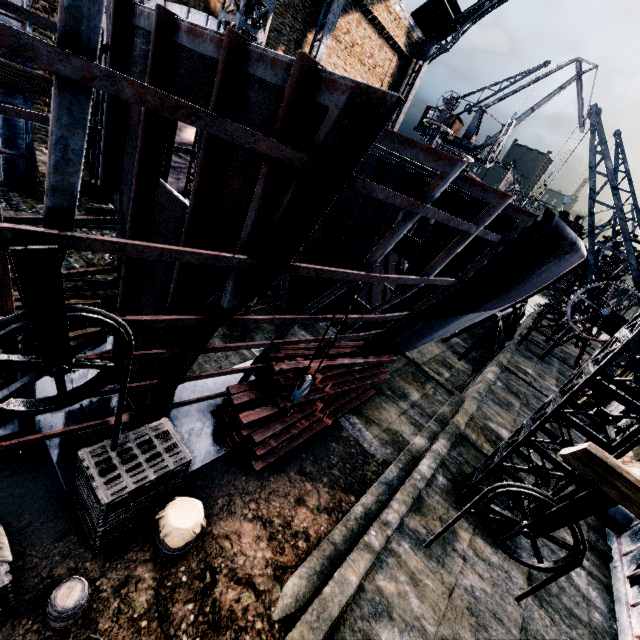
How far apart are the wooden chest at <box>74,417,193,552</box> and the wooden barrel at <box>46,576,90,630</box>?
0.71m

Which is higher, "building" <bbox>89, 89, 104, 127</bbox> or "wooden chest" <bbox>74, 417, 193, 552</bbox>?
"building" <bbox>89, 89, 104, 127</bbox>

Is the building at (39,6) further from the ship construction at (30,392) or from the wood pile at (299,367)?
the wood pile at (299,367)

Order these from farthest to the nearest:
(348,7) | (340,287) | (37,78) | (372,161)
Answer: (348,7) → (372,161) → (37,78) → (340,287)

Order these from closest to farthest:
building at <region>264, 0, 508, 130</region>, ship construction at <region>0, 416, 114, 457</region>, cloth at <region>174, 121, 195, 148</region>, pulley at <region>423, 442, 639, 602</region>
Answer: pulley at <region>423, 442, 639, 602</region>
ship construction at <region>0, 416, 114, 457</region>
cloth at <region>174, 121, 195, 148</region>
building at <region>264, 0, 508, 130</region>

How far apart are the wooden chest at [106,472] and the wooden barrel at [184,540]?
0.31m

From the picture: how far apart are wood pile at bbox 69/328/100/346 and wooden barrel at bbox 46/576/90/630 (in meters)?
5.97

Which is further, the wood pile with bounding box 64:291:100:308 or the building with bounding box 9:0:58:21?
the building with bounding box 9:0:58:21
